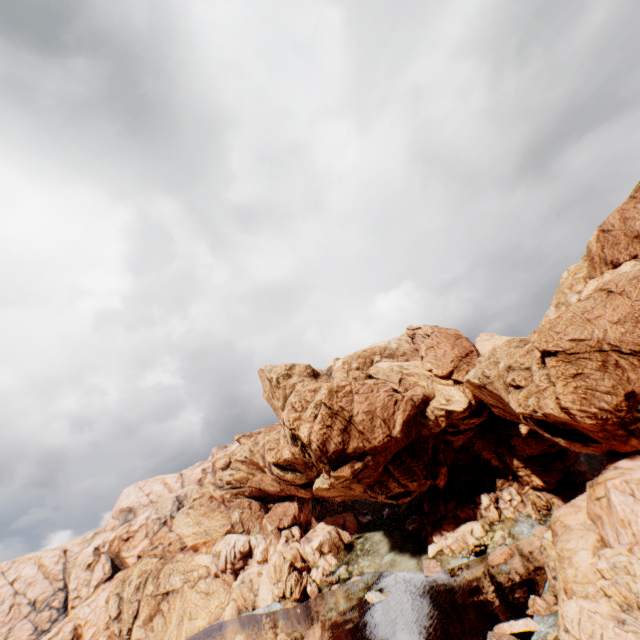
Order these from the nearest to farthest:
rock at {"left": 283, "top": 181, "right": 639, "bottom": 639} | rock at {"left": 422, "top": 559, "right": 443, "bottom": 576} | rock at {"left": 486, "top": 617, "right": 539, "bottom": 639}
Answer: rock at {"left": 283, "top": 181, "right": 639, "bottom": 639}
rock at {"left": 486, "top": 617, "right": 539, "bottom": 639}
rock at {"left": 422, "top": 559, "right": 443, "bottom": 576}

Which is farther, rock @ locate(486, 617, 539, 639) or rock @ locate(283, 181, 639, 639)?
rock @ locate(486, 617, 539, 639)

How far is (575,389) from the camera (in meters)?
31.44

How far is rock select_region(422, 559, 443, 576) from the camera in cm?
5181

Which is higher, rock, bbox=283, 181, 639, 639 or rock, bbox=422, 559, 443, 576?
rock, bbox=283, 181, 639, 639

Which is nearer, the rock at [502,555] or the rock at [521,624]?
the rock at [521,624]
